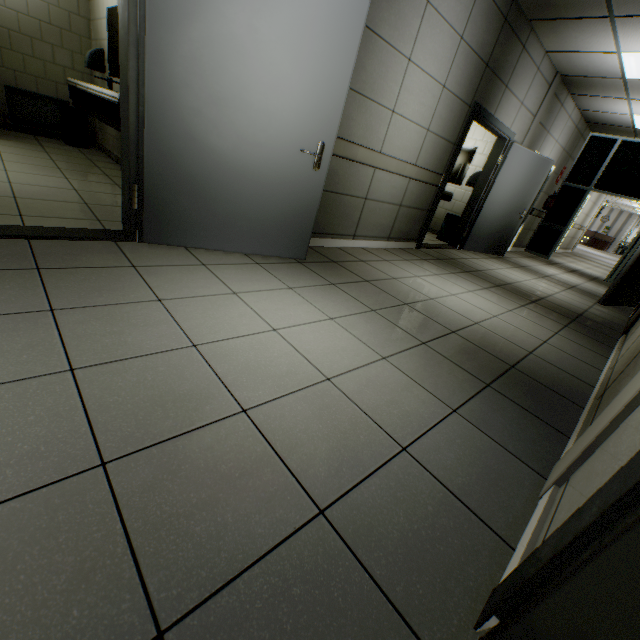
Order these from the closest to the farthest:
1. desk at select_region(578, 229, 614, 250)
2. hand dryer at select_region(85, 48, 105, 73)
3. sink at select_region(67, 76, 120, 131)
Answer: sink at select_region(67, 76, 120, 131) < hand dryer at select_region(85, 48, 105, 73) < desk at select_region(578, 229, 614, 250)

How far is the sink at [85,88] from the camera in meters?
3.1 m

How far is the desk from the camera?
25.5 meters

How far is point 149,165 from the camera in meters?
2.3

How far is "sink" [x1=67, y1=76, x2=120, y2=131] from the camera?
3.1 meters

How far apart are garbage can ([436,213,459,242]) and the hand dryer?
6.66m

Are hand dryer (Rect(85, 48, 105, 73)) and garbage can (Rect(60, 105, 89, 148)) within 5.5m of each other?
yes

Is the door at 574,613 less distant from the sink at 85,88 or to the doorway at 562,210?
the sink at 85,88
